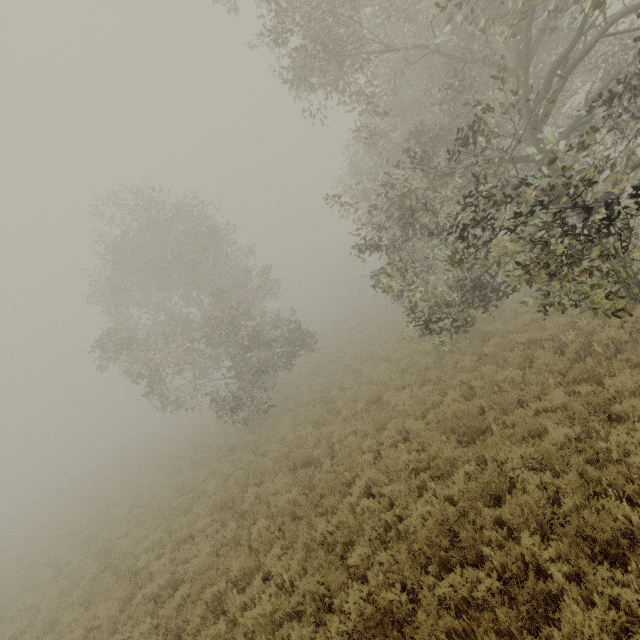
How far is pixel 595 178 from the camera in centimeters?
544cm
